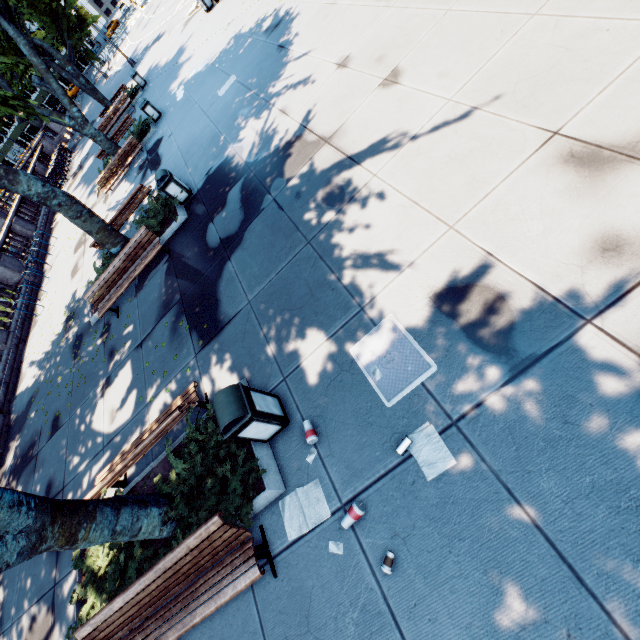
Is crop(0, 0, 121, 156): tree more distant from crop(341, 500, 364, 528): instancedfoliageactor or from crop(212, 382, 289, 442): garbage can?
crop(341, 500, 364, 528): instancedfoliageactor

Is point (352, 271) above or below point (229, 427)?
below

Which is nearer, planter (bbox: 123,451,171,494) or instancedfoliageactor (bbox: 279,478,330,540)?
instancedfoliageactor (bbox: 279,478,330,540)

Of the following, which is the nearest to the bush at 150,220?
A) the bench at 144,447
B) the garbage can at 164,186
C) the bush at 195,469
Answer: the garbage can at 164,186

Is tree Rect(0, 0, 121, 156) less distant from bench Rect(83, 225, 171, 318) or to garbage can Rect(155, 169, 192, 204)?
bench Rect(83, 225, 171, 318)

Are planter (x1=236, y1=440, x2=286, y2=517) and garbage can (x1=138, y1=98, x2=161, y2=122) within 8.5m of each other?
no

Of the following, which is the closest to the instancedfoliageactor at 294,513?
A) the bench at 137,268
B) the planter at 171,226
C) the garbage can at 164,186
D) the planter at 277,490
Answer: the planter at 277,490

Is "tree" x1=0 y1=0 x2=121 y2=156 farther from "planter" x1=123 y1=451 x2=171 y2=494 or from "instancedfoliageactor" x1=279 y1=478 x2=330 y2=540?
"instancedfoliageactor" x1=279 y1=478 x2=330 y2=540
